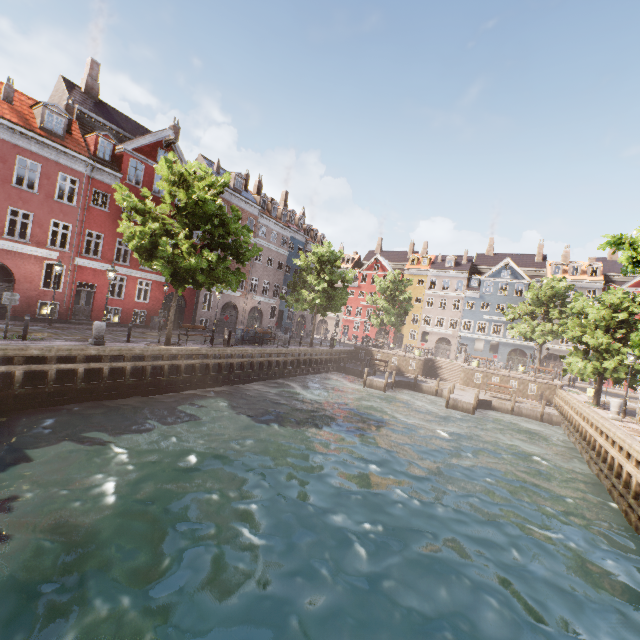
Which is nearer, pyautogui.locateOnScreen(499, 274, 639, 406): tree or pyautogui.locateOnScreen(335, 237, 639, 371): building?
pyautogui.locateOnScreen(499, 274, 639, 406): tree

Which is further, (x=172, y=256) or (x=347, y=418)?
(x=347, y=418)

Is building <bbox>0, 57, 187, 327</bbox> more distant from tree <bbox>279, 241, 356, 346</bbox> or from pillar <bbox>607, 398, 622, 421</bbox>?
pillar <bbox>607, 398, 622, 421</bbox>

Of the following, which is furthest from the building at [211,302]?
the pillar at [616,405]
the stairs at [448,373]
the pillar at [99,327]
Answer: the pillar at [616,405]

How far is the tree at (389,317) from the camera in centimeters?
4184cm

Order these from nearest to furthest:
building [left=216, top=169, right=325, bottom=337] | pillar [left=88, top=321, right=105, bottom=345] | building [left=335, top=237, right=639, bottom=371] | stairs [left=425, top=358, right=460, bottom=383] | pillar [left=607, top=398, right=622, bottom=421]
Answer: pillar [left=88, top=321, right=105, bottom=345] → pillar [left=607, top=398, right=622, bottom=421] → building [left=216, top=169, right=325, bottom=337] → stairs [left=425, top=358, right=460, bottom=383] → building [left=335, top=237, right=639, bottom=371]

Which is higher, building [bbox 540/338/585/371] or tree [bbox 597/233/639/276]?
tree [bbox 597/233/639/276]
